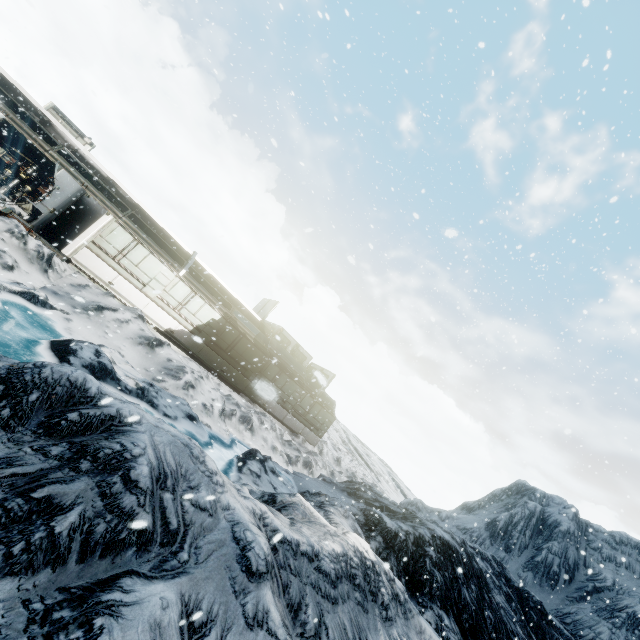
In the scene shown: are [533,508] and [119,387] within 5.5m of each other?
no
